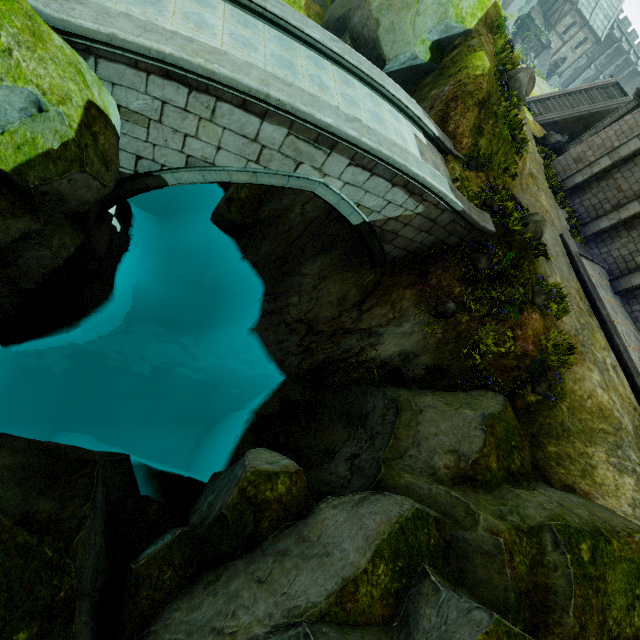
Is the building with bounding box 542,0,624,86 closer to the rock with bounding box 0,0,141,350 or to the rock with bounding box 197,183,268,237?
the rock with bounding box 197,183,268,237

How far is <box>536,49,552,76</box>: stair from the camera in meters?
48.5

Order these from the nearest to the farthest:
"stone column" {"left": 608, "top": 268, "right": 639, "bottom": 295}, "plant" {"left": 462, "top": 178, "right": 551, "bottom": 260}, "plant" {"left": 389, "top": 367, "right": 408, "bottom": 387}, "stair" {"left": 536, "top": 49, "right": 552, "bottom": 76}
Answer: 1. "plant" {"left": 462, "top": 178, "right": 551, "bottom": 260}
2. "plant" {"left": 389, "top": 367, "right": 408, "bottom": 387}
3. "stone column" {"left": 608, "top": 268, "right": 639, "bottom": 295}
4. "stair" {"left": 536, "top": 49, "right": 552, "bottom": 76}

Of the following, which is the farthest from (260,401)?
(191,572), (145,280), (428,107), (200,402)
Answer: (428,107)

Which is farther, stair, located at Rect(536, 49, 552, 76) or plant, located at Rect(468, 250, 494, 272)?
stair, located at Rect(536, 49, 552, 76)

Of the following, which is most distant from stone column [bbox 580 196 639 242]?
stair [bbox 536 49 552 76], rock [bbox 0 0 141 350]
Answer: stair [bbox 536 49 552 76]

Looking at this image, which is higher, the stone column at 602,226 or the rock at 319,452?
the stone column at 602,226

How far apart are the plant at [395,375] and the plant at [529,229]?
5.7 meters
